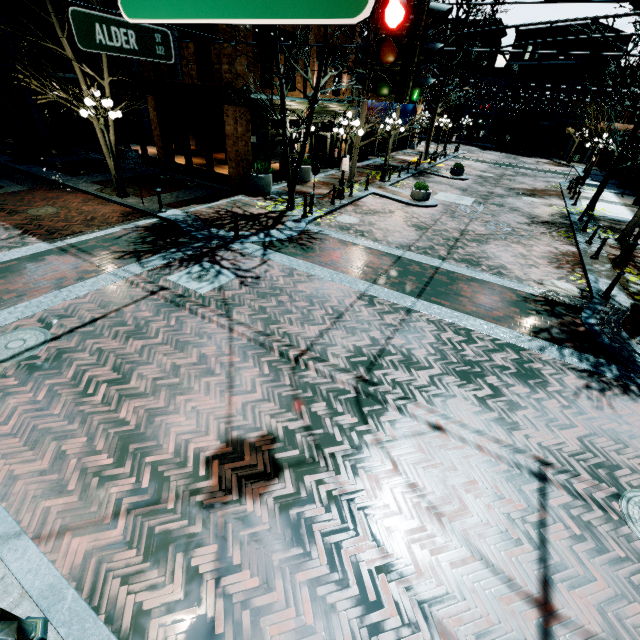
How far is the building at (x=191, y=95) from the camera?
13.0m

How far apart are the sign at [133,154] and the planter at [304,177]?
8.36m

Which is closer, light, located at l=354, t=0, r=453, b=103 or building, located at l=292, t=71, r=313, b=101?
light, located at l=354, t=0, r=453, b=103

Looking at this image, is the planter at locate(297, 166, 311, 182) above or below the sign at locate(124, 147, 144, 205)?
below

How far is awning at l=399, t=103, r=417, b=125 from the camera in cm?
2114

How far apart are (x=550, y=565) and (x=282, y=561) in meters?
3.1

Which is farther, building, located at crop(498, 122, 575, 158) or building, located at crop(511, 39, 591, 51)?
building, located at crop(498, 122, 575, 158)

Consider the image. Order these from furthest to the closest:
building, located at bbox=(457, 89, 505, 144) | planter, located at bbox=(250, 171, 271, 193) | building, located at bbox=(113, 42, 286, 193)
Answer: building, located at bbox=(457, 89, 505, 144), planter, located at bbox=(250, 171, 271, 193), building, located at bbox=(113, 42, 286, 193)
